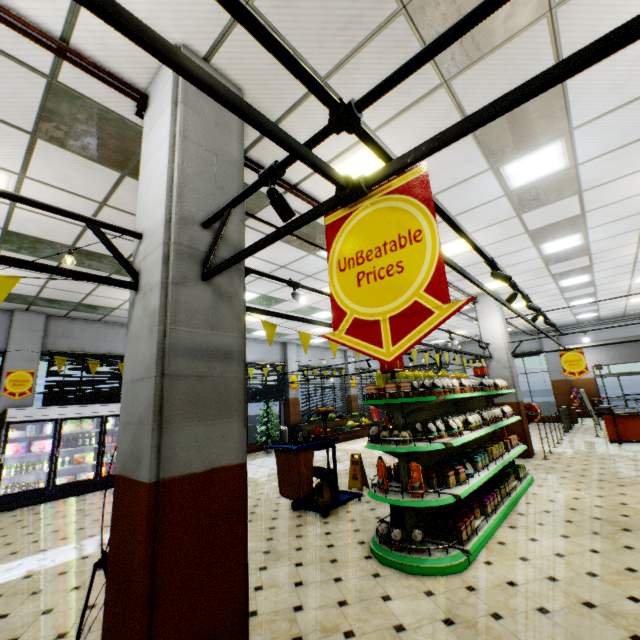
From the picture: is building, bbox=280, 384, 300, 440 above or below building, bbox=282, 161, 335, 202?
below

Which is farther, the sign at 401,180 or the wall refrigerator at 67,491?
the wall refrigerator at 67,491

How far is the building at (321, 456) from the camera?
10.21m

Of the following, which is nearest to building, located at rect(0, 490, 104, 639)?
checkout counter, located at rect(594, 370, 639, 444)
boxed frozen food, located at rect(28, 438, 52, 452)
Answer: checkout counter, located at rect(594, 370, 639, 444)

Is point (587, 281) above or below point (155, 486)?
above

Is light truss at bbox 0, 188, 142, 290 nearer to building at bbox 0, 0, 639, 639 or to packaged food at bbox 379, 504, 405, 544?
building at bbox 0, 0, 639, 639

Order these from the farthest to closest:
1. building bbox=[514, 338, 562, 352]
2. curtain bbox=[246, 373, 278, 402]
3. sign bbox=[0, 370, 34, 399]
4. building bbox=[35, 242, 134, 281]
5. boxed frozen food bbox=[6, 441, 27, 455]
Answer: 1. building bbox=[514, 338, 562, 352]
2. curtain bbox=[246, 373, 278, 402]
3. sign bbox=[0, 370, 34, 399]
4. boxed frozen food bbox=[6, 441, 27, 455]
5. building bbox=[35, 242, 134, 281]

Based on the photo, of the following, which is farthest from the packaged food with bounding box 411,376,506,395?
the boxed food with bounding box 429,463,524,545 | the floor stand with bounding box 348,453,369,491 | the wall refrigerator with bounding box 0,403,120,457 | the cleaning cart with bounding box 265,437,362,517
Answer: the wall refrigerator with bounding box 0,403,120,457
